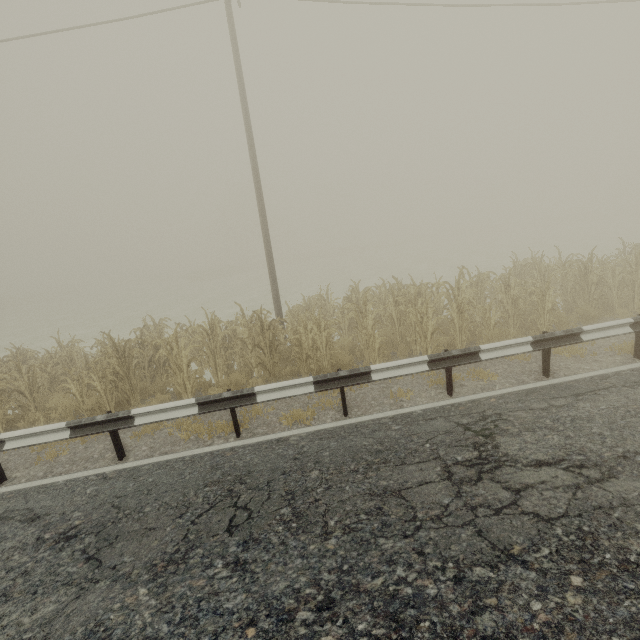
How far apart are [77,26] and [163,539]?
15.57m
